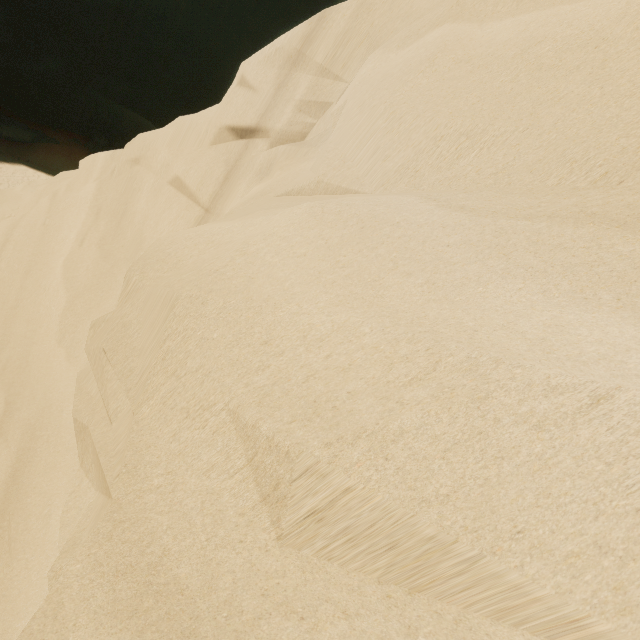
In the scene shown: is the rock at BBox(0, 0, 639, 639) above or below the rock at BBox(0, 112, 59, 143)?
above

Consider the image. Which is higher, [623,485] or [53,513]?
[623,485]

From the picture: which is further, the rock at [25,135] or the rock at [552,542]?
the rock at [25,135]

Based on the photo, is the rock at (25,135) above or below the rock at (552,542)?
below

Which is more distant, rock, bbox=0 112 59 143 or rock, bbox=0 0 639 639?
rock, bbox=0 112 59 143
